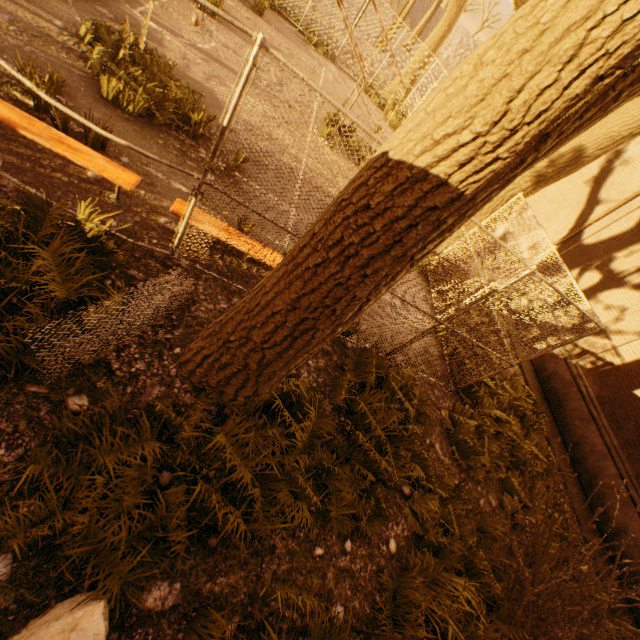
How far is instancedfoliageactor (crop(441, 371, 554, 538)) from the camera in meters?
6.1 m

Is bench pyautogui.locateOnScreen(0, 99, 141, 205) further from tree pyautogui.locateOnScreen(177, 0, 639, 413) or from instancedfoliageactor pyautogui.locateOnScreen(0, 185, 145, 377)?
tree pyautogui.locateOnScreen(177, 0, 639, 413)

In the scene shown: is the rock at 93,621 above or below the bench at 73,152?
below

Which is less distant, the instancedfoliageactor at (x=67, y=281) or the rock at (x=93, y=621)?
the rock at (x=93, y=621)

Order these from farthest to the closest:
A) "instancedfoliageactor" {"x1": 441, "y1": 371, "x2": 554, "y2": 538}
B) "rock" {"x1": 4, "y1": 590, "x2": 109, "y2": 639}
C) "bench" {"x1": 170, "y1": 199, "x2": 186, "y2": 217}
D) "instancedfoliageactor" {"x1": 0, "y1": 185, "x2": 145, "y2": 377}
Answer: "instancedfoliageactor" {"x1": 441, "y1": 371, "x2": 554, "y2": 538} < "bench" {"x1": 170, "y1": 199, "x2": 186, "y2": 217} < "instancedfoliageactor" {"x1": 0, "y1": 185, "x2": 145, "y2": 377} < "rock" {"x1": 4, "y1": 590, "x2": 109, "y2": 639}

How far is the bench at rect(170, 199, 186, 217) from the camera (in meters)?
4.52

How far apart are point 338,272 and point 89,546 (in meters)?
2.85

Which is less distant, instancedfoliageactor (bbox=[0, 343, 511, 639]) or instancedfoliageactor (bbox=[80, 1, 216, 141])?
instancedfoliageactor (bbox=[0, 343, 511, 639])
